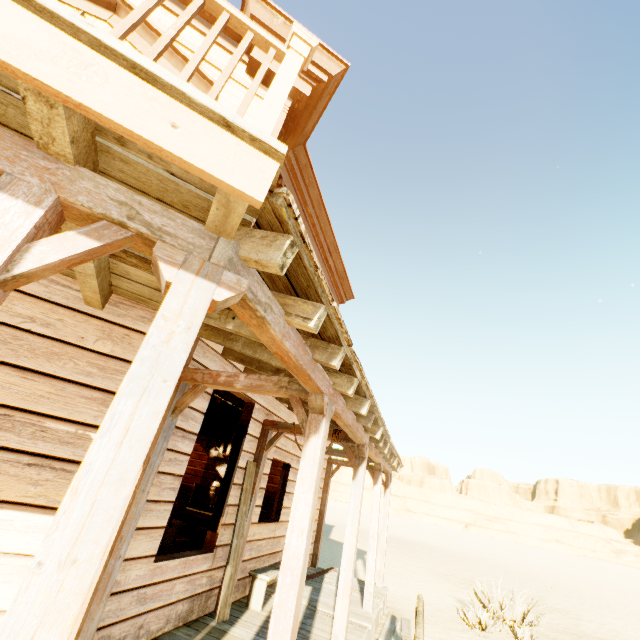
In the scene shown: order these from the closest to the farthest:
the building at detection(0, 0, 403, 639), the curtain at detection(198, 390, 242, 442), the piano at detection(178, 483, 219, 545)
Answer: the building at detection(0, 0, 403, 639) < the curtain at detection(198, 390, 242, 442) < the piano at detection(178, 483, 219, 545)

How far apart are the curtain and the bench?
2.11m

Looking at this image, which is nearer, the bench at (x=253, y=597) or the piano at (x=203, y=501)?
the bench at (x=253, y=597)

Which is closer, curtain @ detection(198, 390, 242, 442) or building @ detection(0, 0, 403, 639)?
building @ detection(0, 0, 403, 639)

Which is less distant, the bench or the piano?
the bench

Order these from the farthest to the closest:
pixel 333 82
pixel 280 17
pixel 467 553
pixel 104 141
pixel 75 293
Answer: pixel 467 553
pixel 333 82
pixel 280 17
pixel 75 293
pixel 104 141

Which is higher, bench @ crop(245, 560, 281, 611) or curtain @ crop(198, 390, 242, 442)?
curtain @ crop(198, 390, 242, 442)

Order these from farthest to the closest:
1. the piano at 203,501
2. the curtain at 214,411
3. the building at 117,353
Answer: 1. the piano at 203,501
2. the curtain at 214,411
3. the building at 117,353
